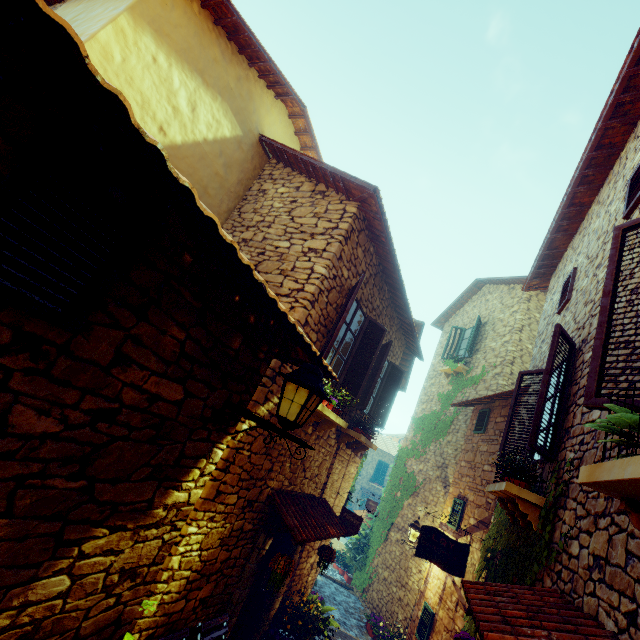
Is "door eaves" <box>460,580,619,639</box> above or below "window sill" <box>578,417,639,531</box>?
below

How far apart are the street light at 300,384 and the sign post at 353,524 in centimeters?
535cm

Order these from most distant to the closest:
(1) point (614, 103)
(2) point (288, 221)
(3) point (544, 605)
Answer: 1. (2) point (288, 221)
2. (1) point (614, 103)
3. (3) point (544, 605)

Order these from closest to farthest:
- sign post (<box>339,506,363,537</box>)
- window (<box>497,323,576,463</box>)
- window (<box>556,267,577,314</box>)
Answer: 1. window (<box>497,323,576,463</box>)
2. window (<box>556,267,577,314</box>)
3. sign post (<box>339,506,363,537</box>)

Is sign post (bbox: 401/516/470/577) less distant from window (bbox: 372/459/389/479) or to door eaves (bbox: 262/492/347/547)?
door eaves (bbox: 262/492/347/547)

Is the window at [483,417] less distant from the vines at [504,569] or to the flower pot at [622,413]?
the vines at [504,569]

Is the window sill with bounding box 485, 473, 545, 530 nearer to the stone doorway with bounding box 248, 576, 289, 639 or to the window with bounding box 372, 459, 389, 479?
the stone doorway with bounding box 248, 576, 289, 639

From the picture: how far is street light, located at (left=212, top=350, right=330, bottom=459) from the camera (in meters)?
2.49
